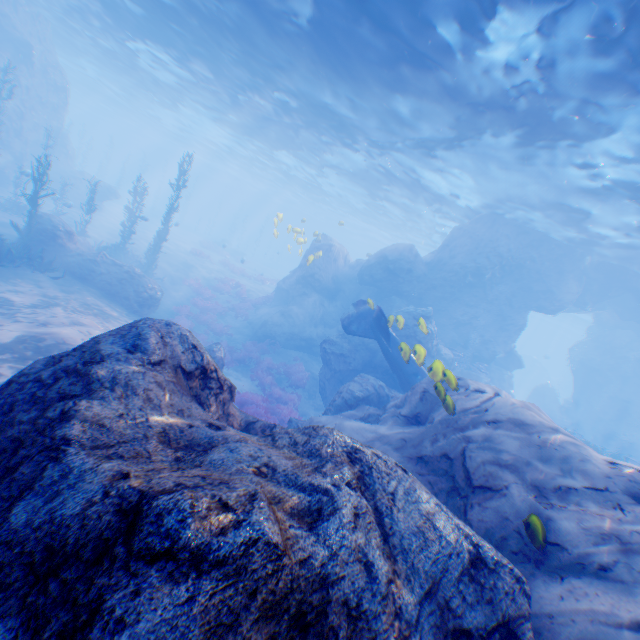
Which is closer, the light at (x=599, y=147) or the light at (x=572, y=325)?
the light at (x=599, y=147)

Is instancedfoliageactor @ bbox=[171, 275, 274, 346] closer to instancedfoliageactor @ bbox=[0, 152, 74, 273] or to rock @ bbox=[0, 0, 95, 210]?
rock @ bbox=[0, 0, 95, 210]

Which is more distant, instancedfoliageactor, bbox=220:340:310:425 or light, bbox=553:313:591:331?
light, bbox=553:313:591:331

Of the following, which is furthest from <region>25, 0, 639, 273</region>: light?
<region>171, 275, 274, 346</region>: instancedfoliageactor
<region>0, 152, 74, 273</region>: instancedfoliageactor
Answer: <region>171, 275, 274, 346</region>: instancedfoliageactor

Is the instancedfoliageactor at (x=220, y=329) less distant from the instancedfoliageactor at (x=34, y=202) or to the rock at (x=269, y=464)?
the rock at (x=269, y=464)

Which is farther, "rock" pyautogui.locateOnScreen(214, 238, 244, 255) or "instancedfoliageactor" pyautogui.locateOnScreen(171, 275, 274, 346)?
"rock" pyautogui.locateOnScreen(214, 238, 244, 255)

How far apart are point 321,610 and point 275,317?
19.53m
